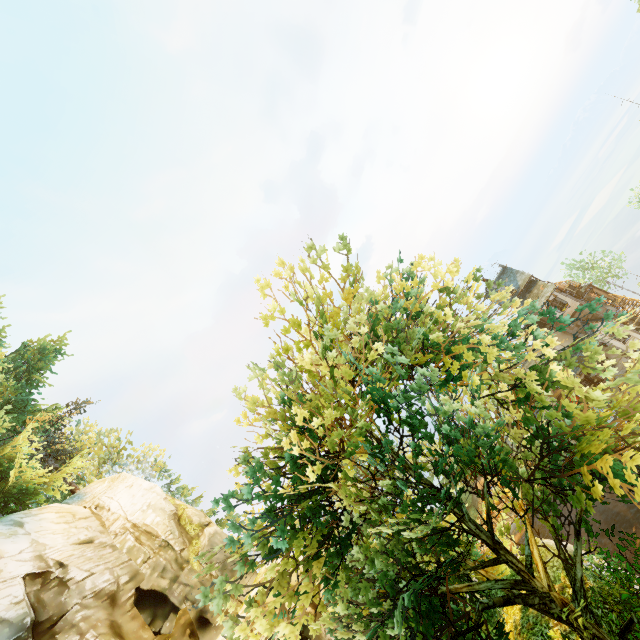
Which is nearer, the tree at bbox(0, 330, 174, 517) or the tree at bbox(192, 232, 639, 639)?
the tree at bbox(192, 232, 639, 639)

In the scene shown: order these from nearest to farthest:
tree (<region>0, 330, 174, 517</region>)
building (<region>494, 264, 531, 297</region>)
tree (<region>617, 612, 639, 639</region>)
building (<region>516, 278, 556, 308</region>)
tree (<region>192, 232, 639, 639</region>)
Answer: tree (<region>192, 232, 639, 639</region>) < tree (<region>617, 612, 639, 639</region>) < tree (<region>0, 330, 174, 517</region>) < building (<region>516, 278, 556, 308</region>) < building (<region>494, 264, 531, 297</region>)

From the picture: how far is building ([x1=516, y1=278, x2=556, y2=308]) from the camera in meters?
31.4

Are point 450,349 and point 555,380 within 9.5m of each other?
yes

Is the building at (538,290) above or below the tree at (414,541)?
below

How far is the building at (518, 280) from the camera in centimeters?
3409cm
